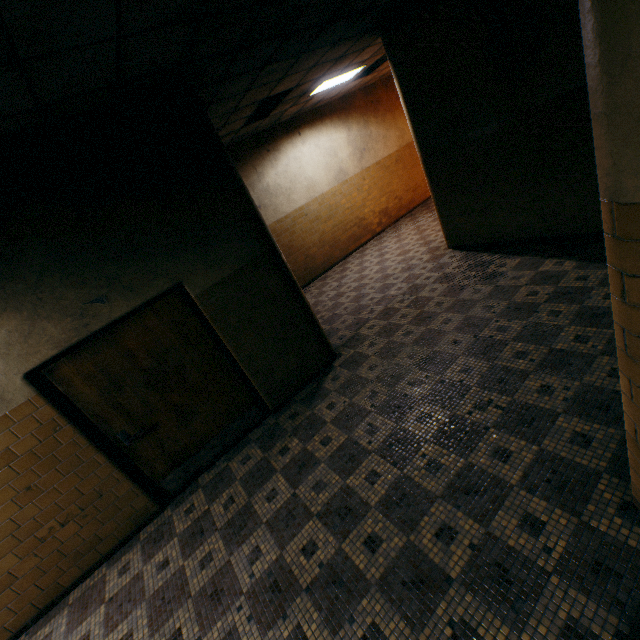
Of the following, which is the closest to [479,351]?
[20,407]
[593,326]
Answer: [593,326]

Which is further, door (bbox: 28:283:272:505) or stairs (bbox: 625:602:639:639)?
door (bbox: 28:283:272:505)

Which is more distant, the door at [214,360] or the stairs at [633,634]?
the door at [214,360]

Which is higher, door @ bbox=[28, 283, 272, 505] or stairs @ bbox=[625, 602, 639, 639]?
door @ bbox=[28, 283, 272, 505]

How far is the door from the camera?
3.4m

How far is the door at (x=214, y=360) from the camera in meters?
3.4 m
